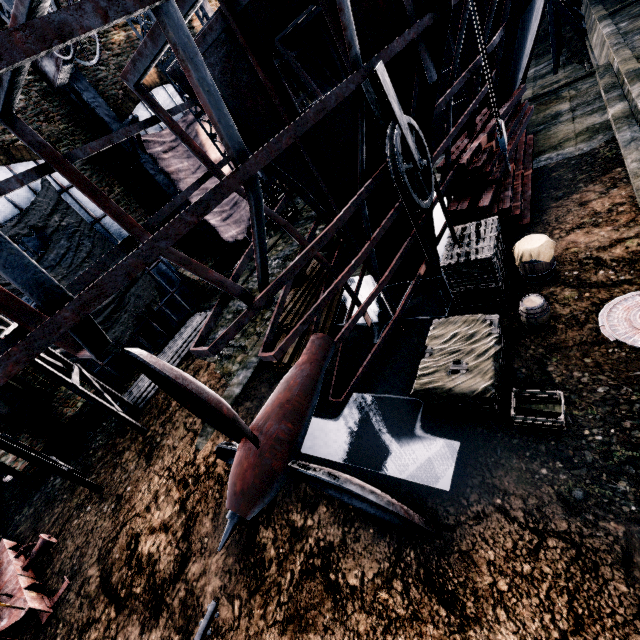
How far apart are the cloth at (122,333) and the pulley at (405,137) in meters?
15.2

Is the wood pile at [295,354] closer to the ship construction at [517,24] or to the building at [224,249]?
the ship construction at [517,24]

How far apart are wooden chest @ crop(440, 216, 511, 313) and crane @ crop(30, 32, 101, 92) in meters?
16.5 m

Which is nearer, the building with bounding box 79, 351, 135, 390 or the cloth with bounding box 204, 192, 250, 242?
the building with bounding box 79, 351, 135, 390

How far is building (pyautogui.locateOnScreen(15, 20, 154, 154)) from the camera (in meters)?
15.33

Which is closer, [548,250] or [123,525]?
[548,250]

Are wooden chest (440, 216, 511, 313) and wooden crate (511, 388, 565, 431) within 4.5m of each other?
yes
